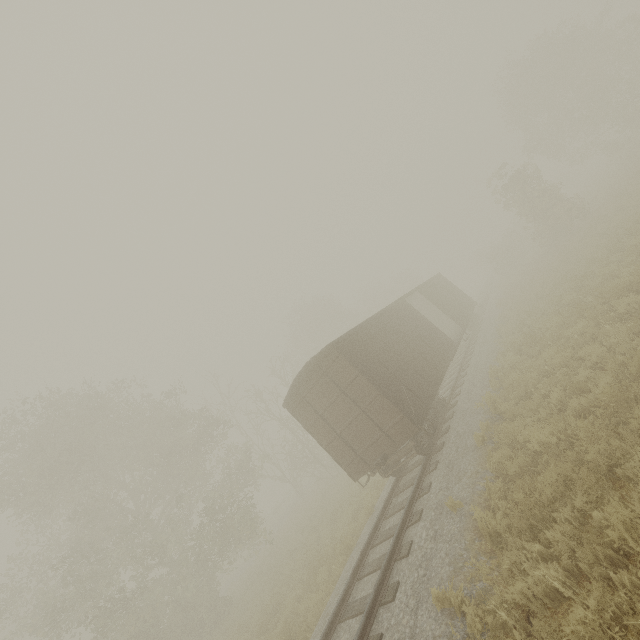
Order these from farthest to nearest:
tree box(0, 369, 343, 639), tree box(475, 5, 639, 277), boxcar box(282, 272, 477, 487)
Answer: tree box(475, 5, 639, 277)
tree box(0, 369, 343, 639)
boxcar box(282, 272, 477, 487)

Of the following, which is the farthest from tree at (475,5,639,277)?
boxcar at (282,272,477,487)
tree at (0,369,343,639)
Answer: tree at (0,369,343,639)

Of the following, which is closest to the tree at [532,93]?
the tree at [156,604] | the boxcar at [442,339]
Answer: the boxcar at [442,339]

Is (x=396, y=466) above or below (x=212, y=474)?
below

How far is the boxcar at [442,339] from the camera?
9.9m

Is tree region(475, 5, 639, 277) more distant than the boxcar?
Yes

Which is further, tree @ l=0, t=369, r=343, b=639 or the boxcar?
tree @ l=0, t=369, r=343, b=639

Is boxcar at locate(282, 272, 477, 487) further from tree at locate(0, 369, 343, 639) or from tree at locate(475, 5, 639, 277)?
tree at locate(475, 5, 639, 277)
